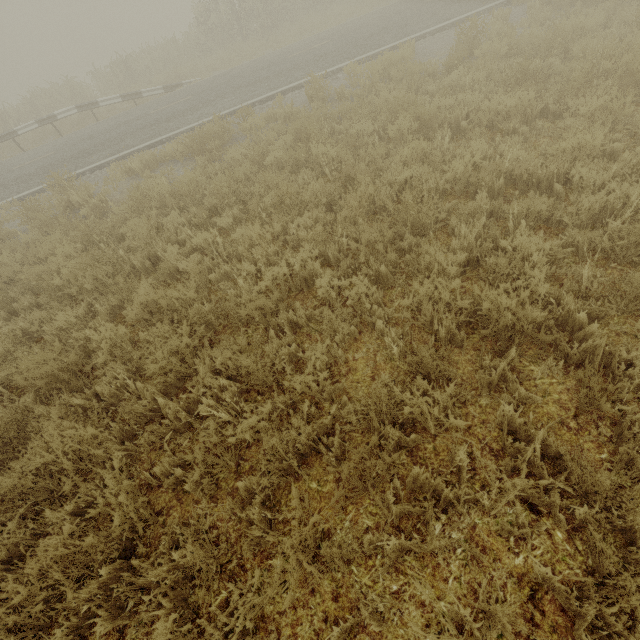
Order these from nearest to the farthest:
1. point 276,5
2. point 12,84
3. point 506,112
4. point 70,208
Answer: point 506,112 → point 70,208 → point 276,5 → point 12,84

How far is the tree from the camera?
8.6 meters

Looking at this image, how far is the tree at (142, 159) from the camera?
8.62m
